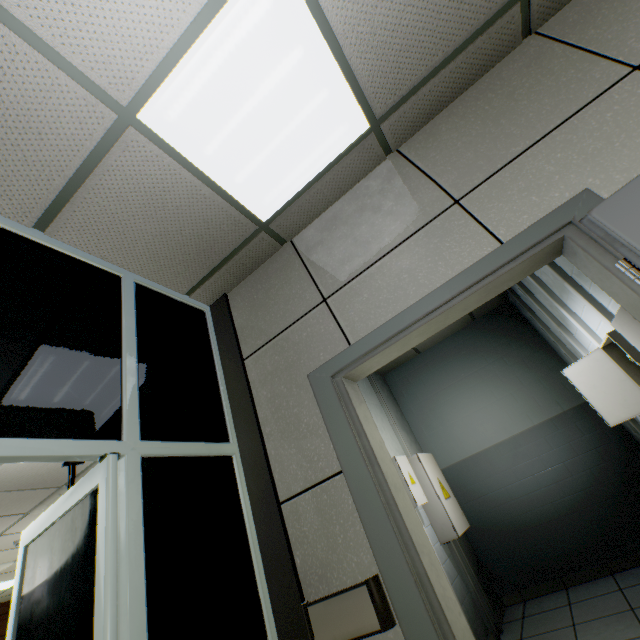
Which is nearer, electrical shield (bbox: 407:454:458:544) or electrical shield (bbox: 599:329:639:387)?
electrical shield (bbox: 599:329:639:387)

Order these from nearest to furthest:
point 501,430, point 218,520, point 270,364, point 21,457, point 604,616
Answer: point 21,457, point 218,520, point 270,364, point 604,616, point 501,430

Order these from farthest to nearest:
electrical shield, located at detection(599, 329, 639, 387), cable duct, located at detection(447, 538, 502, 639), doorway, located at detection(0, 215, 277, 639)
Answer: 1. cable duct, located at detection(447, 538, 502, 639)
2. electrical shield, located at detection(599, 329, 639, 387)
3. doorway, located at detection(0, 215, 277, 639)

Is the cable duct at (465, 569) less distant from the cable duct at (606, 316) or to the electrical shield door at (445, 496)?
the electrical shield door at (445, 496)

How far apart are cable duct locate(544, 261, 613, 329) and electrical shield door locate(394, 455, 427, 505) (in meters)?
2.24

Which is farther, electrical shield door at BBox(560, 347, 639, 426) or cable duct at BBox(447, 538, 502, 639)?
cable duct at BBox(447, 538, 502, 639)

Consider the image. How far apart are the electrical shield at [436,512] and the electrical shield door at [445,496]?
0.0m

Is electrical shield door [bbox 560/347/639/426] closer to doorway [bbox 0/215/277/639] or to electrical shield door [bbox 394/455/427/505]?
electrical shield door [bbox 394/455/427/505]
